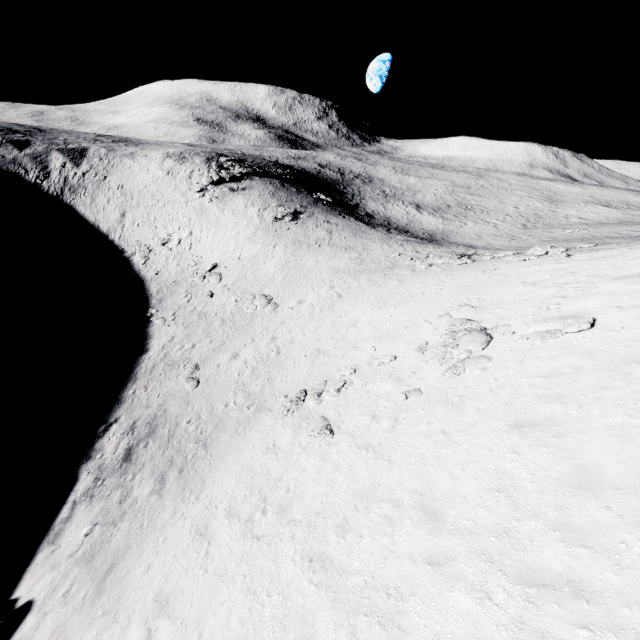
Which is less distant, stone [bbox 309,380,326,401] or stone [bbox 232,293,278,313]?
stone [bbox 309,380,326,401]

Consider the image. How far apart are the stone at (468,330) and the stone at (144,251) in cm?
3736

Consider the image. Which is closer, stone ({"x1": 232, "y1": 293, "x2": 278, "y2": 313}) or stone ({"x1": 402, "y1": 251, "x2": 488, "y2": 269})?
stone ({"x1": 402, "y1": 251, "x2": 488, "y2": 269})

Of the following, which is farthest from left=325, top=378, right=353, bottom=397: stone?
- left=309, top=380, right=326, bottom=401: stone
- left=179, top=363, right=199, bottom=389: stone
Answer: left=179, top=363, right=199, bottom=389: stone

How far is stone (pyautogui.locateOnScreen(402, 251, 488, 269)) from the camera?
26.55m

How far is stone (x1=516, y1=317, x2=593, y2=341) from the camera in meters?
11.2 m

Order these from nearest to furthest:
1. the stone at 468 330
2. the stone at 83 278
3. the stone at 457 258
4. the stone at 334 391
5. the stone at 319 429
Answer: the stone at 468 330 → the stone at 319 429 → the stone at 334 391 → the stone at 457 258 → the stone at 83 278

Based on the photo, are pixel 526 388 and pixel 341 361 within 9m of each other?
no
